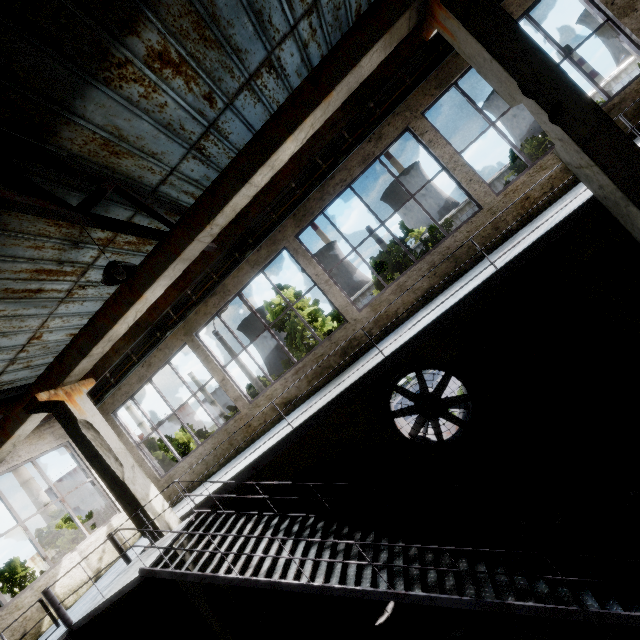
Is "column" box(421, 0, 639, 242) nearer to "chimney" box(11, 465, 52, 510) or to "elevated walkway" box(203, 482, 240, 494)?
"elevated walkway" box(203, 482, 240, 494)

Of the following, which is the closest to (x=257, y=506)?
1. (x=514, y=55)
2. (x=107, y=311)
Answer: (x=107, y=311)

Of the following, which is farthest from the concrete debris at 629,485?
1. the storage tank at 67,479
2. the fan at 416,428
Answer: the storage tank at 67,479

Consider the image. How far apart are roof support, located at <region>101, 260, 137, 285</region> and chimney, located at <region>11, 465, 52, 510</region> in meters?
66.0 m

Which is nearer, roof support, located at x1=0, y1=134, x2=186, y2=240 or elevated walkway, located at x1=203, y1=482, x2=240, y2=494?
roof support, located at x1=0, y1=134, x2=186, y2=240

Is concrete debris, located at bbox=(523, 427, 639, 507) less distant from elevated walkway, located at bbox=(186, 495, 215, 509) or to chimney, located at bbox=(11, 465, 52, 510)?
elevated walkway, located at bbox=(186, 495, 215, 509)

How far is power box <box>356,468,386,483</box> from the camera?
8.4 meters

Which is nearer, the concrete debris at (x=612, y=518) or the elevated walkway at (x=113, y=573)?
the concrete debris at (x=612, y=518)
